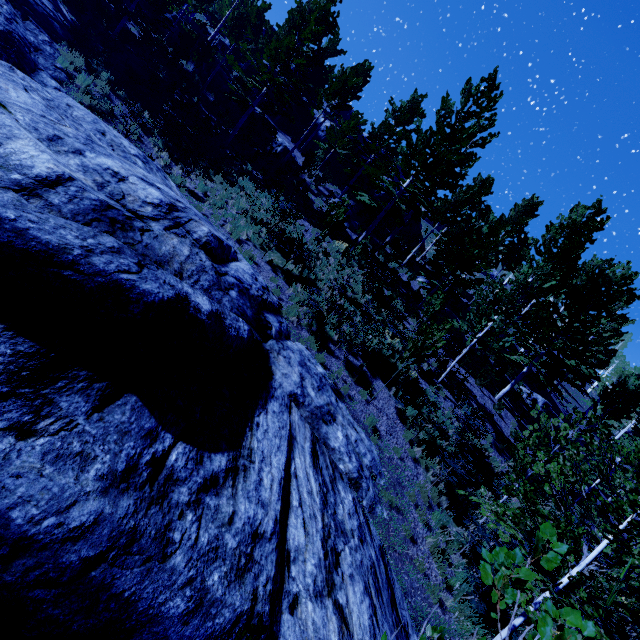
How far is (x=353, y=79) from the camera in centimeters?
2152cm

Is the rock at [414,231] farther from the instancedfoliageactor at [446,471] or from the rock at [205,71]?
the rock at [205,71]

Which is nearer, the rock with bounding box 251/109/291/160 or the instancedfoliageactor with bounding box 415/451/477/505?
the instancedfoliageactor with bounding box 415/451/477/505

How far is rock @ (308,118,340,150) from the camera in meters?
30.4 m

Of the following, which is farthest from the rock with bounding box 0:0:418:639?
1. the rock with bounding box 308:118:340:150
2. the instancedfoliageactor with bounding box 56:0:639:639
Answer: the rock with bounding box 308:118:340:150

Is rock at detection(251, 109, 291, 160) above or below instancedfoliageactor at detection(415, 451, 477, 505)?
above
